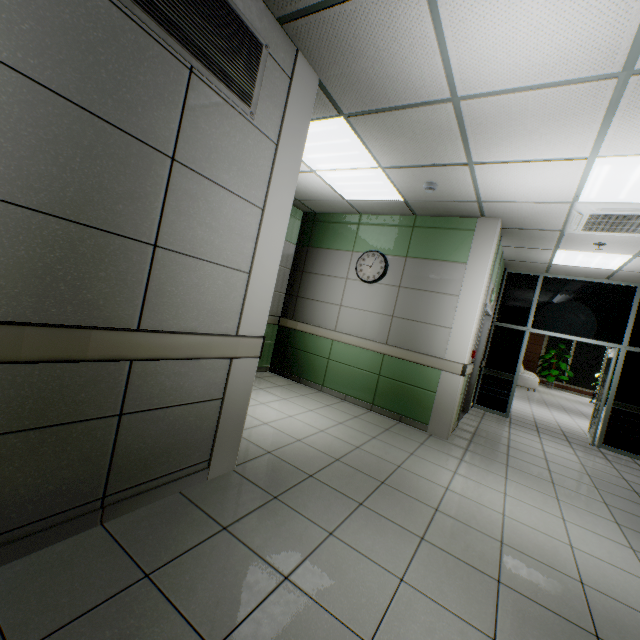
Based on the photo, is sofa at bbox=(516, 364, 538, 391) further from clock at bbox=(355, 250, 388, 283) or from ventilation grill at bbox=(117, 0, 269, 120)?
ventilation grill at bbox=(117, 0, 269, 120)

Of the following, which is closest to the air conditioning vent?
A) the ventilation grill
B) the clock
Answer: the clock

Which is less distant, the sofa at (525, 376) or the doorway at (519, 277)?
the doorway at (519, 277)

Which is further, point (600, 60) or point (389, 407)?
point (389, 407)

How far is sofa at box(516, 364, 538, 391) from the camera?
13.15m

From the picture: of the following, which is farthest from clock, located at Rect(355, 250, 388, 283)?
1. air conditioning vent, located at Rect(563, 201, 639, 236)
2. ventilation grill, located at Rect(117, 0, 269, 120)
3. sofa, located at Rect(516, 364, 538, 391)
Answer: sofa, located at Rect(516, 364, 538, 391)

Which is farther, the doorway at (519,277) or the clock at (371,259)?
the doorway at (519,277)

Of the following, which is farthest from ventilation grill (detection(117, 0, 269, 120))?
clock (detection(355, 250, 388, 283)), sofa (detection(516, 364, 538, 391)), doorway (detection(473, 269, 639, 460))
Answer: sofa (detection(516, 364, 538, 391))
